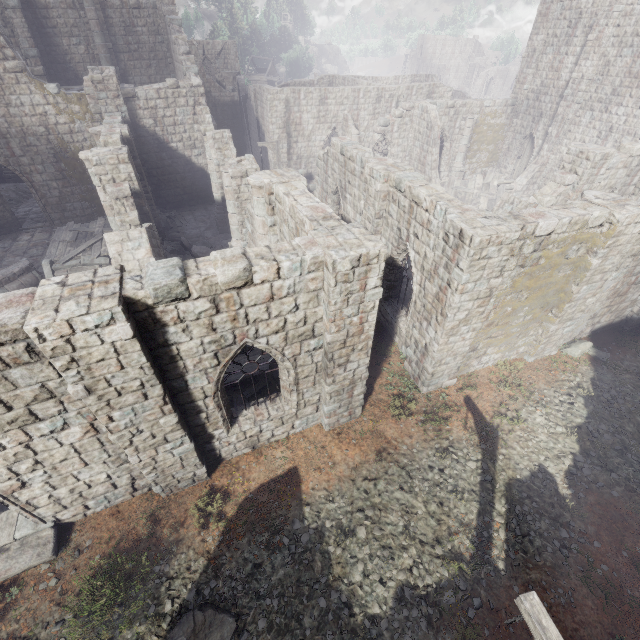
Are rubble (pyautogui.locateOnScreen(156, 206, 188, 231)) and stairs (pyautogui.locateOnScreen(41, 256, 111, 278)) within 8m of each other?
yes

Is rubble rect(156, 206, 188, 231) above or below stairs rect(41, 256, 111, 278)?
below

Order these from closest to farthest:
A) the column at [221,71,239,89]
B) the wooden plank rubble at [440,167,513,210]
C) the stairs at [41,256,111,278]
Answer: the stairs at [41,256,111,278] → the wooden plank rubble at [440,167,513,210] → the column at [221,71,239,89]

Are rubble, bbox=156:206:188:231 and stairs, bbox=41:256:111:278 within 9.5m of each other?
yes

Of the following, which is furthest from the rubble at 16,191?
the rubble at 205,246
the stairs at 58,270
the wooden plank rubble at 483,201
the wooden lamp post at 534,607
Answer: the wooden lamp post at 534,607

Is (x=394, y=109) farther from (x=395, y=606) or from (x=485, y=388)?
(x=395, y=606)

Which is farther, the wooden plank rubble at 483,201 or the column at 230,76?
the column at 230,76

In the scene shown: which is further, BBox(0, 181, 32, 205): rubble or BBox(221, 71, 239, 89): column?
BBox(221, 71, 239, 89): column
